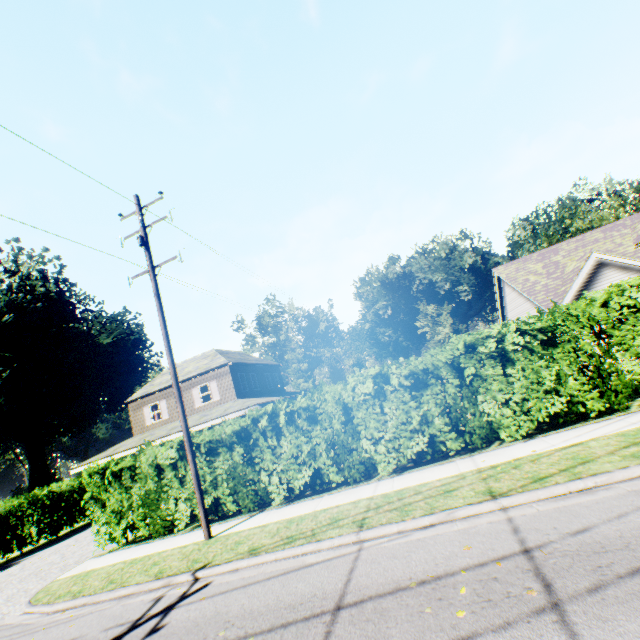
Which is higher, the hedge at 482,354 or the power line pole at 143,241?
the power line pole at 143,241

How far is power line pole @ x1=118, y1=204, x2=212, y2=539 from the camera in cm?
952

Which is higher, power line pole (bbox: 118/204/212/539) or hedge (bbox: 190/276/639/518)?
power line pole (bbox: 118/204/212/539)

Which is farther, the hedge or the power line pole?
the power line pole

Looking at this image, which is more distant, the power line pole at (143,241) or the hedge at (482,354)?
the power line pole at (143,241)

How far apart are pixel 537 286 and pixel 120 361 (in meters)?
47.65
